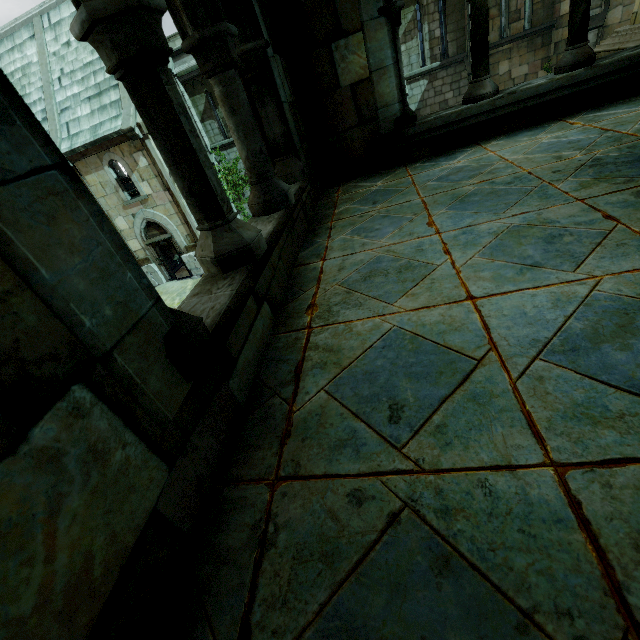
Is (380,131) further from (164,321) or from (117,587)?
(117,587)
